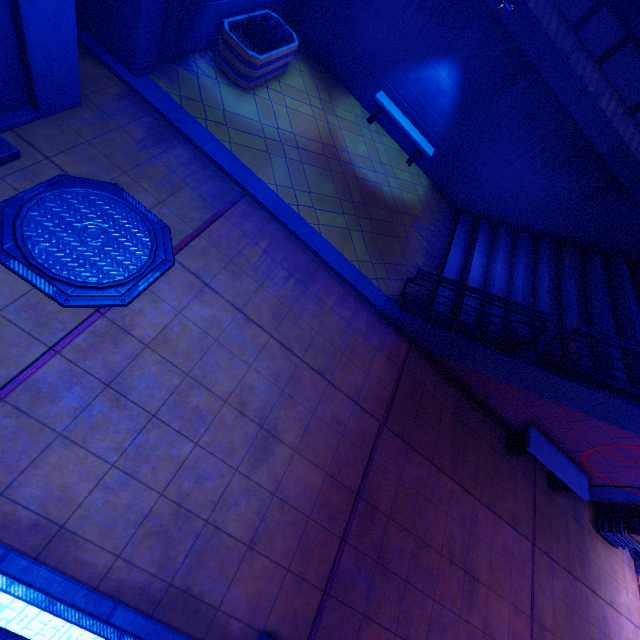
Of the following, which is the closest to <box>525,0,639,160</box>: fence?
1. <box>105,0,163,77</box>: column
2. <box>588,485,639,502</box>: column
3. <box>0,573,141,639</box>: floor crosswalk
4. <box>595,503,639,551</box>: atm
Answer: <box>105,0,163,77</box>: column

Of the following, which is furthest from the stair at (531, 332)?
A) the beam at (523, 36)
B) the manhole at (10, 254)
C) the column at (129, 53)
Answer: the column at (129, 53)

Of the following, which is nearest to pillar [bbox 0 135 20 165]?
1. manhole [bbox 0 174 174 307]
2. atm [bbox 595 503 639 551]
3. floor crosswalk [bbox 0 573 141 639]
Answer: manhole [bbox 0 174 174 307]

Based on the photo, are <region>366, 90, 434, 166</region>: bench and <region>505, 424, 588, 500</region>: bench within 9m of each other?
yes

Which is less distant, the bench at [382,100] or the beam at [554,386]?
the beam at [554,386]

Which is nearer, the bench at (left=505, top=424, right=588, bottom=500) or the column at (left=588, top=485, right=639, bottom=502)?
the bench at (left=505, top=424, right=588, bottom=500)

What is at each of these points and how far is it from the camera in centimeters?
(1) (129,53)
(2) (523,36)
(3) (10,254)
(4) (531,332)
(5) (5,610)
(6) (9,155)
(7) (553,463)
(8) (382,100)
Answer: (1) column, 574cm
(2) beam, 785cm
(3) manhole, 407cm
(4) stair, 827cm
(5) floor crosswalk, 315cm
(6) pillar, 444cm
(7) bench, 776cm
(8) bench, 967cm

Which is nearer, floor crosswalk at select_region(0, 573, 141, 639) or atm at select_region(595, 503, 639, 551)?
floor crosswalk at select_region(0, 573, 141, 639)
